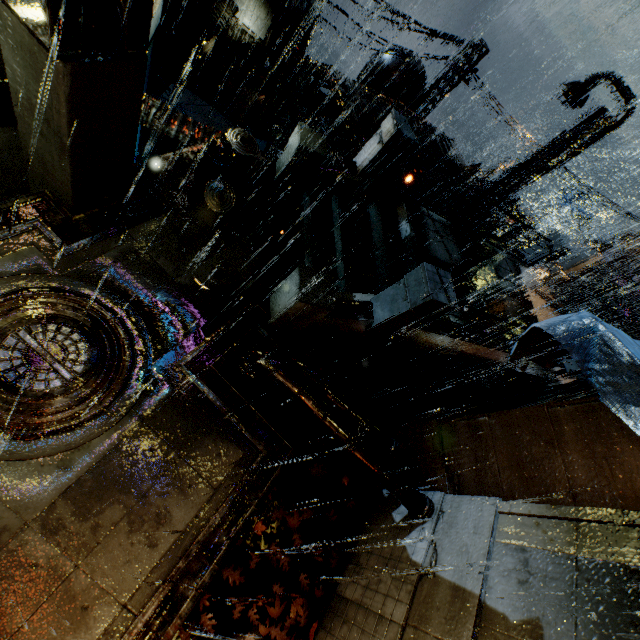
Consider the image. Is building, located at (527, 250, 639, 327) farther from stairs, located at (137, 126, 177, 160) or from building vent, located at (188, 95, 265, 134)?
building vent, located at (188, 95, 265, 134)

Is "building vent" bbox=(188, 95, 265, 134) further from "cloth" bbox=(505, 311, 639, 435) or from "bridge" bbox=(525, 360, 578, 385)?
"cloth" bbox=(505, 311, 639, 435)

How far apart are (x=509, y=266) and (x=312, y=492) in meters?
11.6

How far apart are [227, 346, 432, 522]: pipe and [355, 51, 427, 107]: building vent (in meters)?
18.99

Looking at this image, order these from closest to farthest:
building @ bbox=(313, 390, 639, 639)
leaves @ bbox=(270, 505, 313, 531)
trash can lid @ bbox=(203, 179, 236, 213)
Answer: building @ bbox=(313, 390, 639, 639) < leaves @ bbox=(270, 505, 313, 531) < trash can lid @ bbox=(203, 179, 236, 213)

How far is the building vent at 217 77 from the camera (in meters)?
25.80

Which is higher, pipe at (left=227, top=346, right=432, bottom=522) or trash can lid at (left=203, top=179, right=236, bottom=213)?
pipe at (left=227, top=346, right=432, bottom=522)

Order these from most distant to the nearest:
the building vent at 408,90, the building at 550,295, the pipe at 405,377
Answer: the building vent at 408,90, the building at 550,295, the pipe at 405,377
